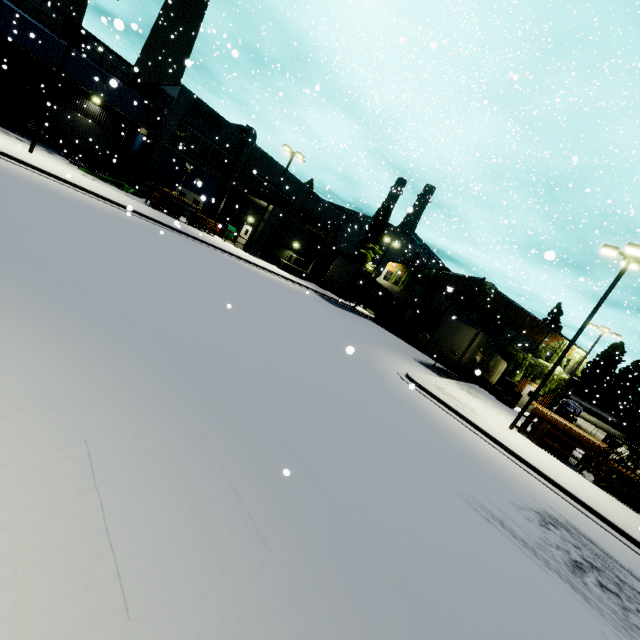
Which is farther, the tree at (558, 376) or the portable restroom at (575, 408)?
the tree at (558, 376)

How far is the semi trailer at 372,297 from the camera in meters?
29.7

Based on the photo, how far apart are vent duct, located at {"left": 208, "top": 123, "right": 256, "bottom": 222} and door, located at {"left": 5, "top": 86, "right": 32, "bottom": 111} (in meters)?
4.74

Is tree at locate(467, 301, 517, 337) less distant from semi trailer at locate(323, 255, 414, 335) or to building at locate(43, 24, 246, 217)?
building at locate(43, 24, 246, 217)

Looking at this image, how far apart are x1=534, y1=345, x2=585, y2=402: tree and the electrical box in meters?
7.9 m

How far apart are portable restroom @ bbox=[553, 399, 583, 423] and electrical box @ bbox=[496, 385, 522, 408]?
4.0m

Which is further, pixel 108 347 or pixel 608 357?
pixel 608 357

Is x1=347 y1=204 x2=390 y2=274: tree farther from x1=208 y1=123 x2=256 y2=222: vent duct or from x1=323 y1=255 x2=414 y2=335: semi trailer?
x1=208 y1=123 x2=256 y2=222: vent duct
